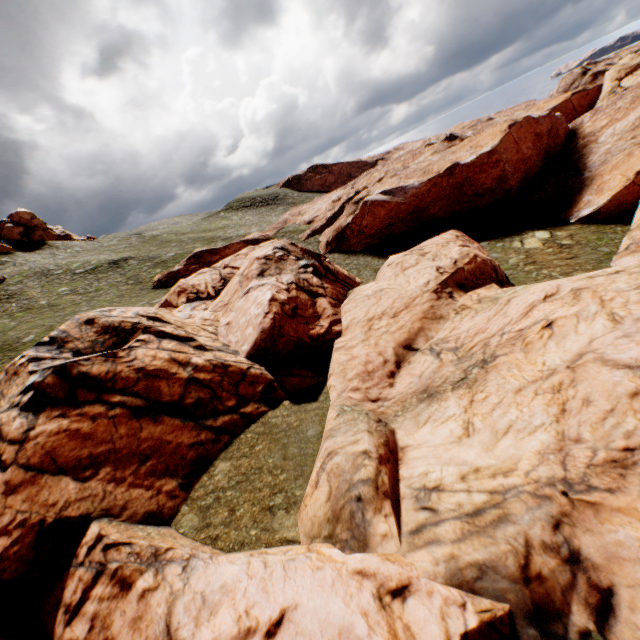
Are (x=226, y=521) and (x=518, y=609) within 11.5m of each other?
yes

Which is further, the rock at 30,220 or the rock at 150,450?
the rock at 30,220

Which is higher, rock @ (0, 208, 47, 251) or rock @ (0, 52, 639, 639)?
rock @ (0, 208, 47, 251)

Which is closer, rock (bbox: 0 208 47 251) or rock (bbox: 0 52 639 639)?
rock (bbox: 0 52 639 639)

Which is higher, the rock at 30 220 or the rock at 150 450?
the rock at 30 220
